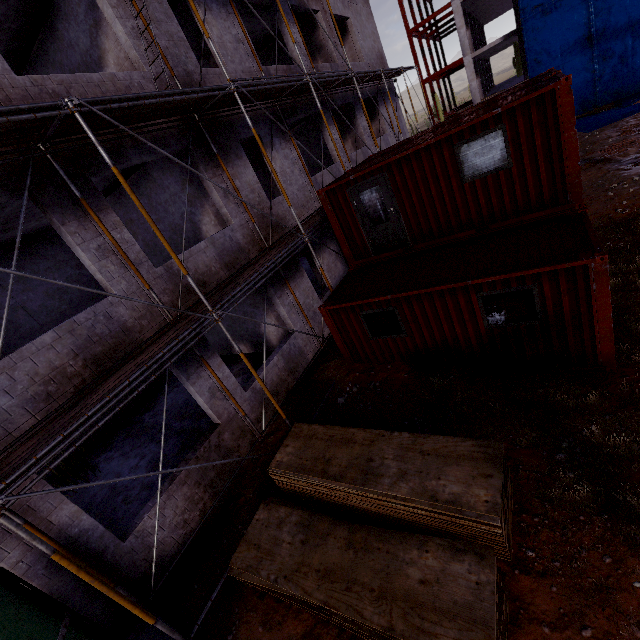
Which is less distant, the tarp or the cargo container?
the cargo container

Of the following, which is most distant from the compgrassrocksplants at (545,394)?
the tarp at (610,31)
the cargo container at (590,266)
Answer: the tarp at (610,31)

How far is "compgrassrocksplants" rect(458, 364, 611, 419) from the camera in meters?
6.0

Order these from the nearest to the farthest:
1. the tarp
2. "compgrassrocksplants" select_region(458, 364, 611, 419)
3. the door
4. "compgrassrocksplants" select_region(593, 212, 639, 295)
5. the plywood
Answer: the plywood < the door < "compgrassrocksplants" select_region(458, 364, 611, 419) < "compgrassrocksplants" select_region(593, 212, 639, 295) < the tarp

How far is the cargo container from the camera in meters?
6.2

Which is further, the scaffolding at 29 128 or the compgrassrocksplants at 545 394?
the compgrassrocksplants at 545 394

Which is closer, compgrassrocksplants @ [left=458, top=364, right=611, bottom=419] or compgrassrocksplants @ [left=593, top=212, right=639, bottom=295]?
compgrassrocksplants @ [left=458, top=364, right=611, bottom=419]

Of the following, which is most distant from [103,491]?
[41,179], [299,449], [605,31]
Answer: [605,31]
